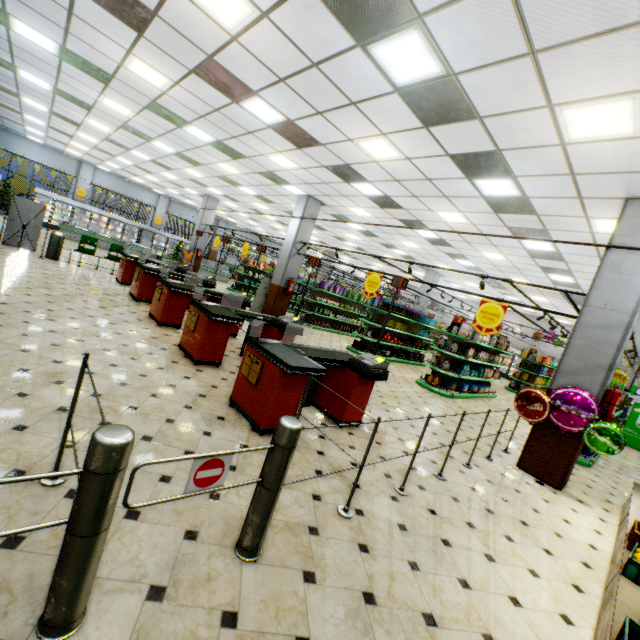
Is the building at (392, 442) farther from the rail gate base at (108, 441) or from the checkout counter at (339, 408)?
the rail gate base at (108, 441)

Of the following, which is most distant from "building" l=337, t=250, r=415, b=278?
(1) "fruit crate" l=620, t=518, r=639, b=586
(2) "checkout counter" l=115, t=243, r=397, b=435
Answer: (1) "fruit crate" l=620, t=518, r=639, b=586

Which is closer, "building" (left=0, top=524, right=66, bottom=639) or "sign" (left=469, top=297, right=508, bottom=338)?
"building" (left=0, top=524, right=66, bottom=639)

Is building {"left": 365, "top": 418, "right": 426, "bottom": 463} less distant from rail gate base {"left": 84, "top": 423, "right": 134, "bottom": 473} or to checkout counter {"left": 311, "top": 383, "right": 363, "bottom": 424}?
checkout counter {"left": 311, "top": 383, "right": 363, "bottom": 424}

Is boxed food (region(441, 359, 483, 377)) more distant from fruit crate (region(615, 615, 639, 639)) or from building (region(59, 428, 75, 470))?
fruit crate (region(615, 615, 639, 639))

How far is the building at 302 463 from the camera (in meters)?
3.47

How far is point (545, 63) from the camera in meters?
3.5

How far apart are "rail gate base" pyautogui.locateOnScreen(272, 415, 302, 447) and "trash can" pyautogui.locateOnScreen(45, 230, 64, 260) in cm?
1249
